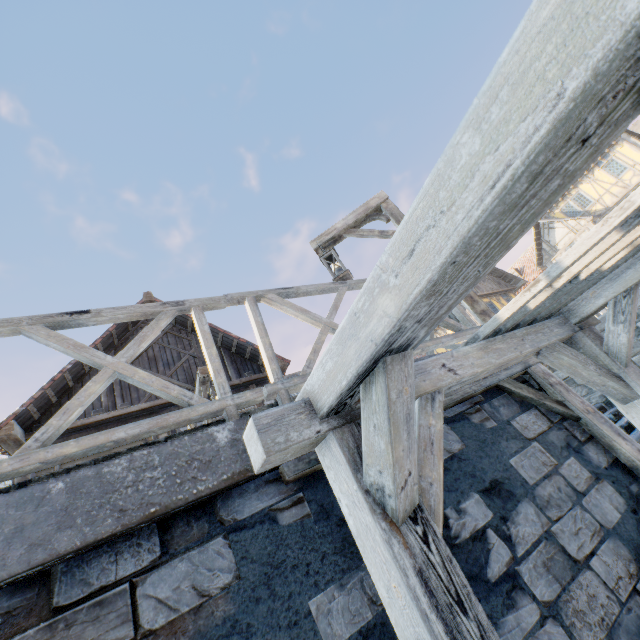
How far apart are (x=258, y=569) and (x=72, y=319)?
2.0m

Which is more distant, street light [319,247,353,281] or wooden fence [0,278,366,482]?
street light [319,247,353,281]

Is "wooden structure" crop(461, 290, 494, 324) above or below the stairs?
above

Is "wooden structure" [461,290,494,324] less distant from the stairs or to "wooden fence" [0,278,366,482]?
"wooden fence" [0,278,366,482]

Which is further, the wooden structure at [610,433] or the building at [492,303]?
the building at [492,303]

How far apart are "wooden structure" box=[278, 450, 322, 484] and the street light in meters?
2.4 m

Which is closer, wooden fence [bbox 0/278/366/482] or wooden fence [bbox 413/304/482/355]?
wooden fence [bbox 0/278/366/482]

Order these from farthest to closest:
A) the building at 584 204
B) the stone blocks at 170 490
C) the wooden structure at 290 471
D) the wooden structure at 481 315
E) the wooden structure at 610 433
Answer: the building at 584 204
the wooden structure at 481 315
the wooden structure at 610 433
the wooden structure at 290 471
the stone blocks at 170 490
